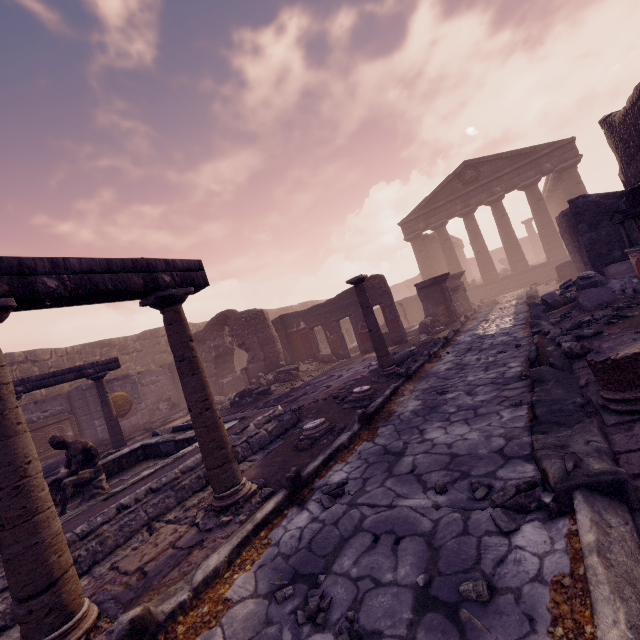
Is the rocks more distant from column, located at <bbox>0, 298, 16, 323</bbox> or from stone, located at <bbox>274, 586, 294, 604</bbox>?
column, located at <bbox>0, 298, 16, 323</bbox>

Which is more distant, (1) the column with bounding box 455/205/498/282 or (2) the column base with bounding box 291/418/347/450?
(1) the column with bounding box 455/205/498/282

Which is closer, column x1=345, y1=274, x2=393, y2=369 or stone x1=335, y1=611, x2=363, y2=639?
stone x1=335, y1=611, x2=363, y2=639

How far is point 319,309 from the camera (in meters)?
14.28

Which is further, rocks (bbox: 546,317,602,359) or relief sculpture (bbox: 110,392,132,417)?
relief sculpture (bbox: 110,392,132,417)

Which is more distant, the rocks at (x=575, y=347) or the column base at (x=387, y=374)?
the column base at (x=387, y=374)

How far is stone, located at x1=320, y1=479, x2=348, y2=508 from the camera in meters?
3.0

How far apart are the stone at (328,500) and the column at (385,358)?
4.1m
